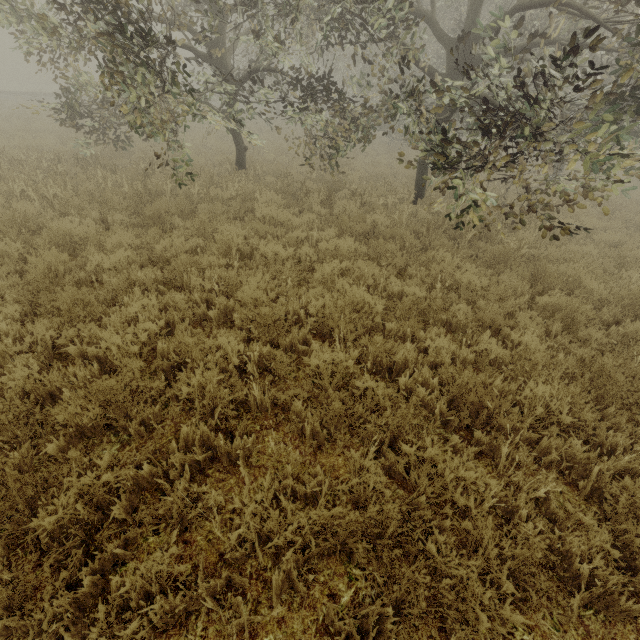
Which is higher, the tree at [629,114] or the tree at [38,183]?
the tree at [629,114]

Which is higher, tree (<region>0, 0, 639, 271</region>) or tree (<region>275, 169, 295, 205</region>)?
tree (<region>0, 0, 639, 271</region>)

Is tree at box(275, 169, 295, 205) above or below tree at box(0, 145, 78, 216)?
above

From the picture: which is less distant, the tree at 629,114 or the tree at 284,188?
the tree at 629,114

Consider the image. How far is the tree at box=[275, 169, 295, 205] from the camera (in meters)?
8.76

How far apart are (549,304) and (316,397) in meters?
4.3 m

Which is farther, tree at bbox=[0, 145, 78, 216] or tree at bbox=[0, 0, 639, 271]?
tree at bbox=[0, 145, 78, 216]
